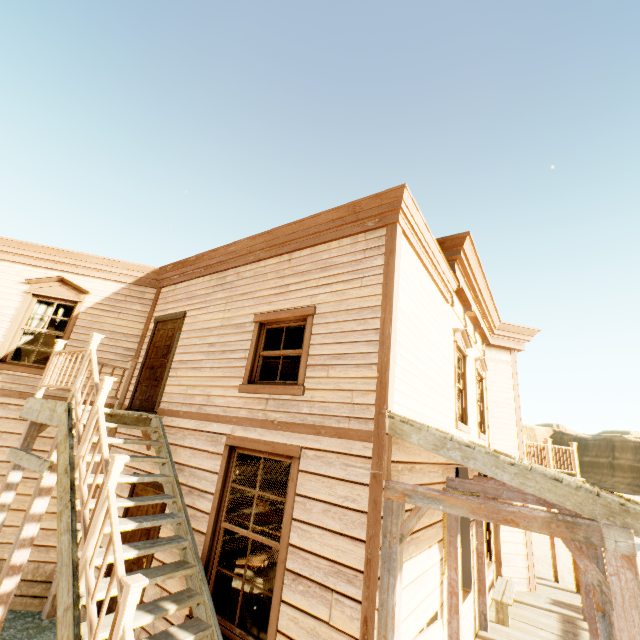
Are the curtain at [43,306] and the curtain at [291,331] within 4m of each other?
no

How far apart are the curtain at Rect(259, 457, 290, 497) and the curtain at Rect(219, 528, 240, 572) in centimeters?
25cm

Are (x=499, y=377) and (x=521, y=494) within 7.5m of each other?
yes

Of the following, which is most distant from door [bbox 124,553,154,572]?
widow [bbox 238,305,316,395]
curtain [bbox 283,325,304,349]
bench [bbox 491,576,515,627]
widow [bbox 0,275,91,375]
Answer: bench [bbox 491,576,515,627]

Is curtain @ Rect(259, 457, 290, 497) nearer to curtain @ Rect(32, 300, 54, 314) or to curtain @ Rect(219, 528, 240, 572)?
curtain @ Rect(219, 528, 240, 572)

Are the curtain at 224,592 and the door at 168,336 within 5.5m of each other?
yes

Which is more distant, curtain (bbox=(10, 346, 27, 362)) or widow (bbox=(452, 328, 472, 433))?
curtain (bbox=(10, 346, 27, 362))

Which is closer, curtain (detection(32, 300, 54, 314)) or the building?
the building
